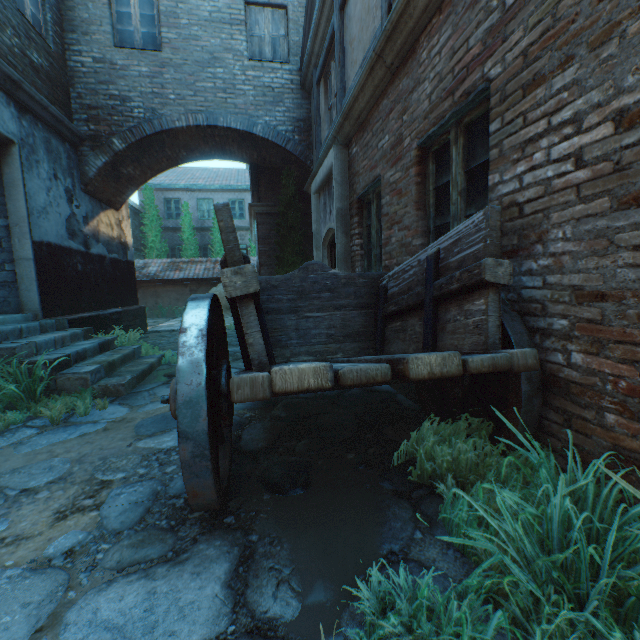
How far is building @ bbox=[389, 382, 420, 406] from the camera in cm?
362

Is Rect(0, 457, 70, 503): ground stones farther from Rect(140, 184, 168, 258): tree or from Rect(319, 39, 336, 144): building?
Rect(140, 184, 168, 258): tree

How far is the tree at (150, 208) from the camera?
19.39m

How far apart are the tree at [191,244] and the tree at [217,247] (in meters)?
0.71

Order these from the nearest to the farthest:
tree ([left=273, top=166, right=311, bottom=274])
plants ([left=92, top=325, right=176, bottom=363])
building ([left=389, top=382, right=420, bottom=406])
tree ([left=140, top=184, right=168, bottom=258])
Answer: building ([left=389, top=382, right=420, bottom=406]), plants ([left=92, top=325, right=176, bottom=363]), tree ([left=273, top=166, right=311, bottom=274]), tree ([left=140, top=184, right=168, bottom=258])

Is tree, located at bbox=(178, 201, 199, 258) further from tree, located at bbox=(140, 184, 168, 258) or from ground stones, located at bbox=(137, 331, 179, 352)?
ground stones, located at bbox=(137, 331, 179, 352)

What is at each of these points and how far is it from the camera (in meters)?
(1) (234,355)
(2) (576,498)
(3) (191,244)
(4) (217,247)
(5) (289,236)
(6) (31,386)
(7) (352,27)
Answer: (1) ground stones, 6.65
(2) plants, 1.46
(3) tree, 20.23
(4) tree, 20.45
(5) tree, 9.25
(6) plants, 3.95
(7) building, 4.89

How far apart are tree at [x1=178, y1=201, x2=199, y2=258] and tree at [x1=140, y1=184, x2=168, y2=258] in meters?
0.7
